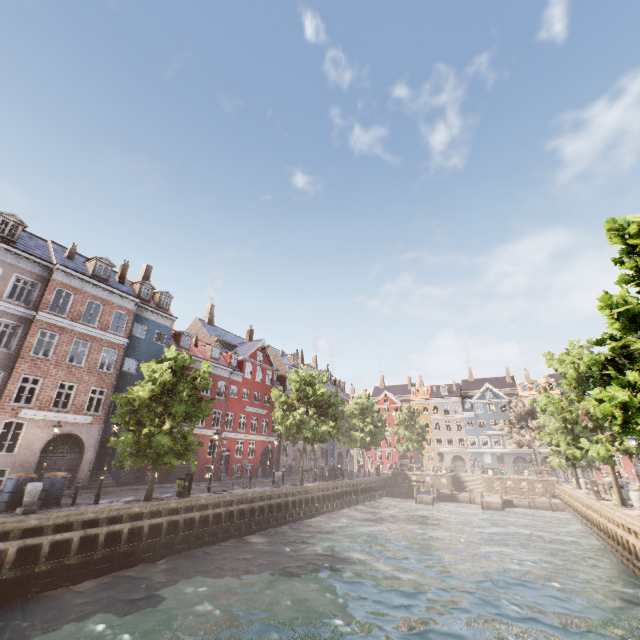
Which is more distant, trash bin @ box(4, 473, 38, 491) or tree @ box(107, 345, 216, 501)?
tree @ box(107, 345, 216, 501)

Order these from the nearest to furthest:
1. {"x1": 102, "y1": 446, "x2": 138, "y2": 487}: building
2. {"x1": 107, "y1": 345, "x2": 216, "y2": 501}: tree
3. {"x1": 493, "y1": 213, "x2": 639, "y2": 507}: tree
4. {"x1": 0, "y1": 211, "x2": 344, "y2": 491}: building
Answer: {"x1": 493, "y1": 213, "x2": 639, "y2": 507}: tree < {"x1": 107, "y1": 345, "x2": 216, "y2": 501}: tree < {"x1": 0, "y1": 211, "x2": 344, "y2": 491}: building < {"x1": 102, "y1": 446, "x2": 138, "y2": 487}: building

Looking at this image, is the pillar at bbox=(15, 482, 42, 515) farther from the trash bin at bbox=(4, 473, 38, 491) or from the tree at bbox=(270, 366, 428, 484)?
the tree at bbox=(270, 366, 428, 484)

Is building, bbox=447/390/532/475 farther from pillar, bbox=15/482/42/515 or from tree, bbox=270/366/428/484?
pillar, bbox=15/482/42/515

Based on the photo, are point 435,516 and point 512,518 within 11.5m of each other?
yes

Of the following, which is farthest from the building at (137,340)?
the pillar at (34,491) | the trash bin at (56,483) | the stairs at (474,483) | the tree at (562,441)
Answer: the stairs at (474,483)

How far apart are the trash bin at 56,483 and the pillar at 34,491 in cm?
153
